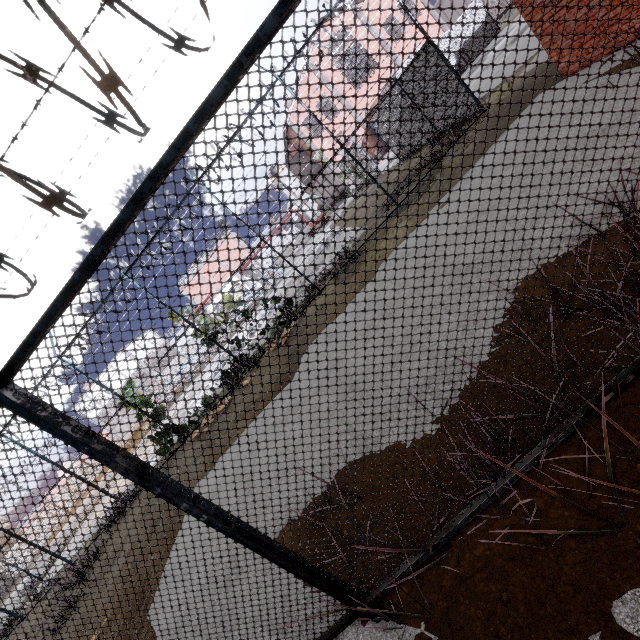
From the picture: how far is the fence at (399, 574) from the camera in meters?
2.2

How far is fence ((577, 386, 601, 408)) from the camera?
2.0 meters

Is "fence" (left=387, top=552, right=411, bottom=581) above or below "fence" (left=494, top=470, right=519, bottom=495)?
below

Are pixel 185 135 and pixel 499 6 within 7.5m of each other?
yes

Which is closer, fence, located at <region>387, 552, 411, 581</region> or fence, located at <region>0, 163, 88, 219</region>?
fence, located at <region>0, 163, 88, 219</region>
